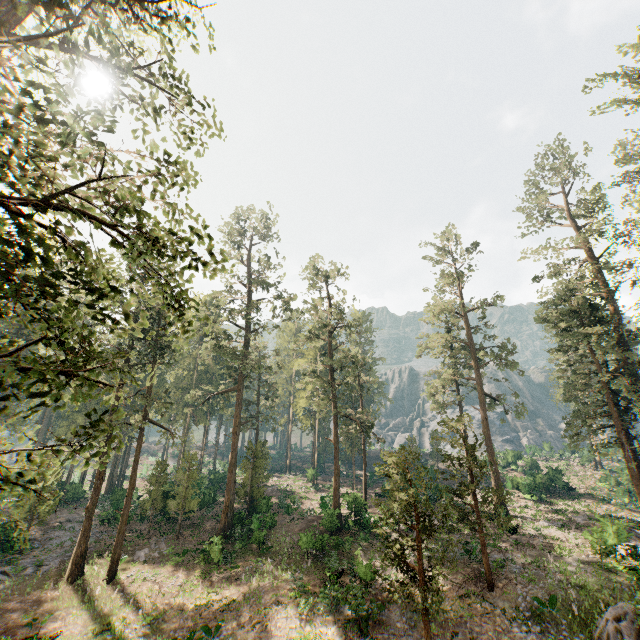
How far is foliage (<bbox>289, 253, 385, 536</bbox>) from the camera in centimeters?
3286cm

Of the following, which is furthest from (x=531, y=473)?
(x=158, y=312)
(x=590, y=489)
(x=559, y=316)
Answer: (x=158, y=312)

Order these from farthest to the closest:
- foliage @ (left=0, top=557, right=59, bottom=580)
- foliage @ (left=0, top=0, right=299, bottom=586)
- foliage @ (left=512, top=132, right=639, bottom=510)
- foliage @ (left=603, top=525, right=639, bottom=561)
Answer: foliage @ (left=512, top=132, right=639, bottom=510), foliage @ (left=0, top=557, right=59, bottom=580), foliage @ (left=603, top=525, right=639, bottom=561), foliage @ (left=0, top=0, right=299, bottom=586)

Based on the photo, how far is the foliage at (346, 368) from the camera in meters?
32.9 m

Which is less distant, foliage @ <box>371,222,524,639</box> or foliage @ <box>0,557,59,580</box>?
foliage @ <box>371,222,524,639</box>

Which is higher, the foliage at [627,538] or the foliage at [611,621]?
the foliage at [627,538]
